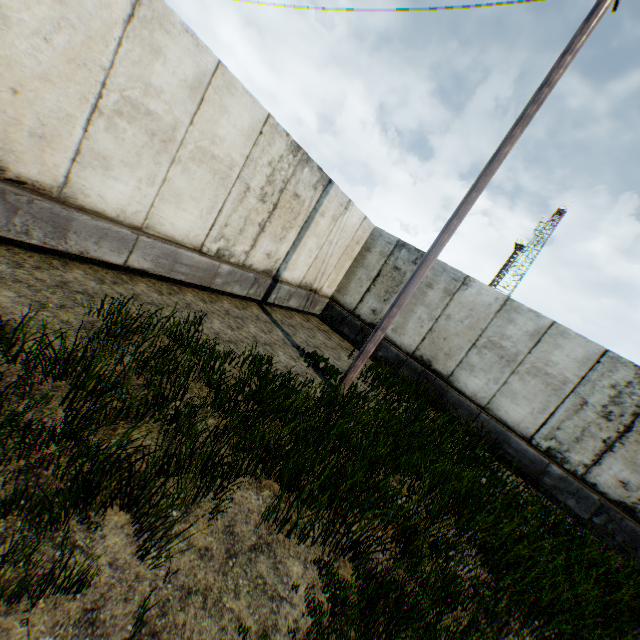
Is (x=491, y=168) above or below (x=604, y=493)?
above
